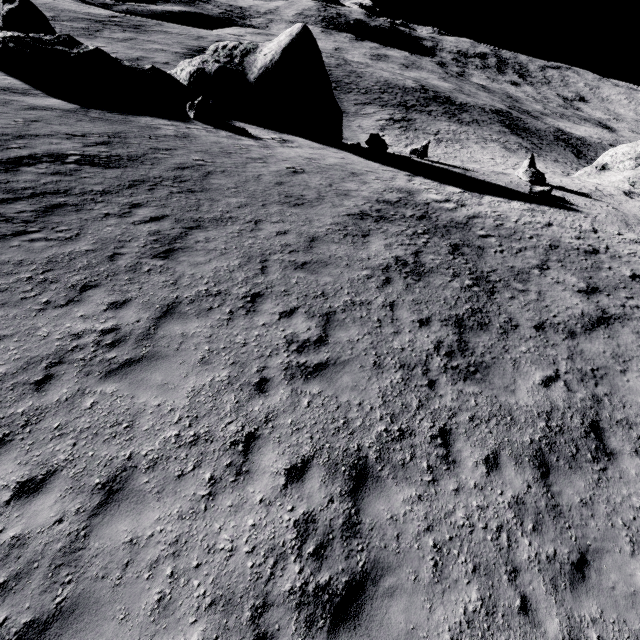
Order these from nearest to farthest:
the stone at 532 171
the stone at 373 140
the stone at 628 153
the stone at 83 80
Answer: the stone at 83 80 → the stone at 373 140 → the stone at 532 171 → the stone at 628 153

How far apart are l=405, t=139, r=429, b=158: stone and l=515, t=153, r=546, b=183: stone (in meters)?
7.29

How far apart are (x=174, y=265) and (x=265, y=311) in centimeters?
307cm

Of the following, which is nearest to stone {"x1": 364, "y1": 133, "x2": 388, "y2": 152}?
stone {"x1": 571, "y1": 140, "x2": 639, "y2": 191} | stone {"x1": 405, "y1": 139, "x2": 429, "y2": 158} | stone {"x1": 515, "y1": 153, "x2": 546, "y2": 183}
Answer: stone {"x1": 405, "y1": 139, "x2": 429, "y2": 158}

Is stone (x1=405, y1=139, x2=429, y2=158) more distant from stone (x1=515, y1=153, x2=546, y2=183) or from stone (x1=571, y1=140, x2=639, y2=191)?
stone (x1=571, y1=140, x2=639, y2=191)

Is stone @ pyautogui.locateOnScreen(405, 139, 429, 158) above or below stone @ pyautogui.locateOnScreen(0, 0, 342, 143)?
below

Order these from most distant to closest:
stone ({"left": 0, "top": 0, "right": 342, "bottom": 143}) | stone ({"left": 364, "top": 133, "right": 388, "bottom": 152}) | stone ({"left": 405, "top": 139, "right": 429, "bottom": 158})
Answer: stone ({"left": 405, "top": 139, "right": 429, "bottom": 158}) < stone ({"left": 364, "top": 133, "right": 388, "bottom": 152}) < stone ({"left": 0, "top": 0, "right": 342, "bottom": 143})

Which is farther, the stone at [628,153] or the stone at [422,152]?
the stone at [628,153]
